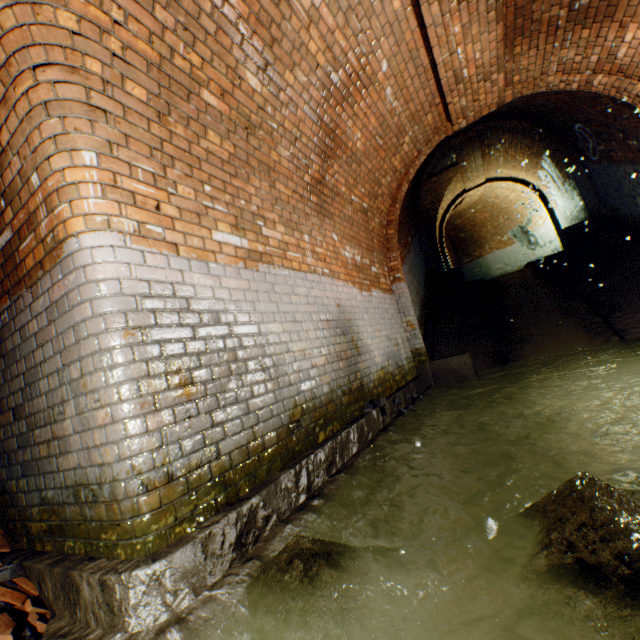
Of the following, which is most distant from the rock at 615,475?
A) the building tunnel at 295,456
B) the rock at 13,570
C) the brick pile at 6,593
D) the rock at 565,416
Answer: the rock at 13,570

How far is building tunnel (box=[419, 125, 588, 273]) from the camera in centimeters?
1014cm

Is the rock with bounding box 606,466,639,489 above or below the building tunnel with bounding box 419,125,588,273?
below

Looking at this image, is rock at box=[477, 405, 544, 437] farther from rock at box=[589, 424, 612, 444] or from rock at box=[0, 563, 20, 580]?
rock at box=[0, 563, 20, 580]

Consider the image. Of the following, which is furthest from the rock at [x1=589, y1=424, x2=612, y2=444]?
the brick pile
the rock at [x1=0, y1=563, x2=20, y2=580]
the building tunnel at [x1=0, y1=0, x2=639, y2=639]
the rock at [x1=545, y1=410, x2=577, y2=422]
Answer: the rock at [x1=0, y1=563, x2=20, y2=580]

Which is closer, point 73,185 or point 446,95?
point 73,185

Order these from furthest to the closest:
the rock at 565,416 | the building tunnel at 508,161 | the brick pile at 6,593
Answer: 1. the building tunnel at 508,161
2. the rock at 565,416
3. the brick pile at 6,593

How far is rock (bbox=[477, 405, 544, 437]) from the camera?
3.28m
